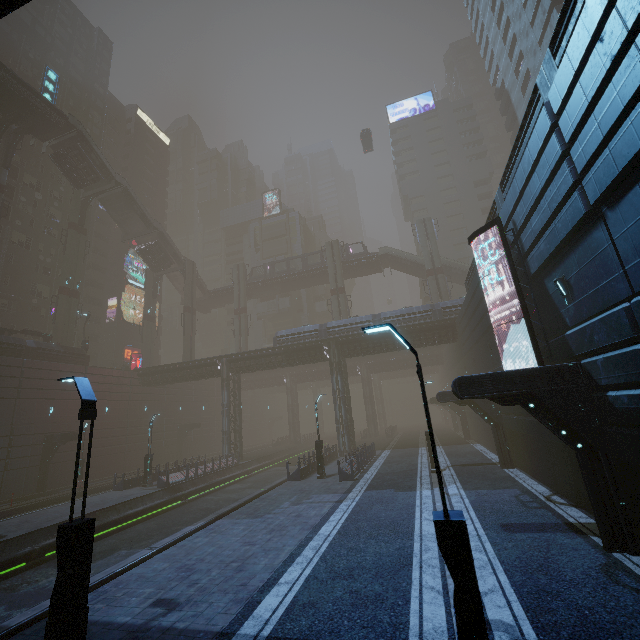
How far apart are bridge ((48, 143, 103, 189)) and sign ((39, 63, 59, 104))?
3.7 meters

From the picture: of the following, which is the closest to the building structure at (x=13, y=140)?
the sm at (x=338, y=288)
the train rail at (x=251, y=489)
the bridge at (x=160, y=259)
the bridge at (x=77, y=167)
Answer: the bridge at (x=77, y=167)

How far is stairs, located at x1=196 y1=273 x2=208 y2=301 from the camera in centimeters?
5507cm

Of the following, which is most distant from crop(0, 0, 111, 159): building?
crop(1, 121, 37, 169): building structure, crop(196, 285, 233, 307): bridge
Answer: crop(1, 121, 37, 169): building structure

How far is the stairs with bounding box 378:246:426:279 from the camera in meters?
47.8 m

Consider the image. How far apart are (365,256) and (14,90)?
43.89m

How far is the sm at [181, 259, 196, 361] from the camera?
47.49m

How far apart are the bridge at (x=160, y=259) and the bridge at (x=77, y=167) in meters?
9.7
